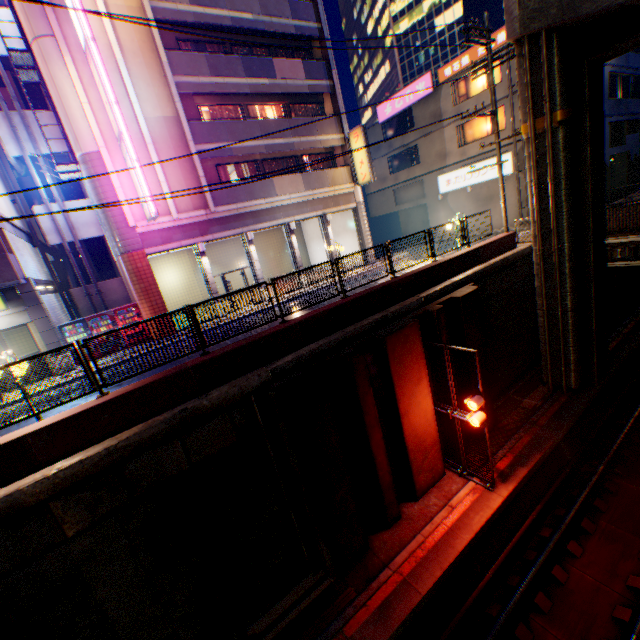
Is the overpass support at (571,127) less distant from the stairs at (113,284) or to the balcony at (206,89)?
the balcony at (206,89)

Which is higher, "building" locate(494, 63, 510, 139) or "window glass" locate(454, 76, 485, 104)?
"window glass" locate(454, 76, 485, 104)

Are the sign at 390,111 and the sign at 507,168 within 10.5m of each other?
yes

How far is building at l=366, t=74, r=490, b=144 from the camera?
23.41m

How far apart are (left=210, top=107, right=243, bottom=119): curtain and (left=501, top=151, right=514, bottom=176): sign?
16.8 meters

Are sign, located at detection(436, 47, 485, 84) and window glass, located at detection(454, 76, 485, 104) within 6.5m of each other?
yes

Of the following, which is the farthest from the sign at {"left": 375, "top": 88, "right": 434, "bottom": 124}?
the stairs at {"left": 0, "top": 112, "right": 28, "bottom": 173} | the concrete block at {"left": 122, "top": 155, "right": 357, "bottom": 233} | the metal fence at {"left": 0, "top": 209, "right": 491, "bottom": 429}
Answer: the stairs at {"left": 0, "top": 112, "right": 28, "bottom": 173}

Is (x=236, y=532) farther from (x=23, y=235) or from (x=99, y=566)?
(x=23, y=235)
